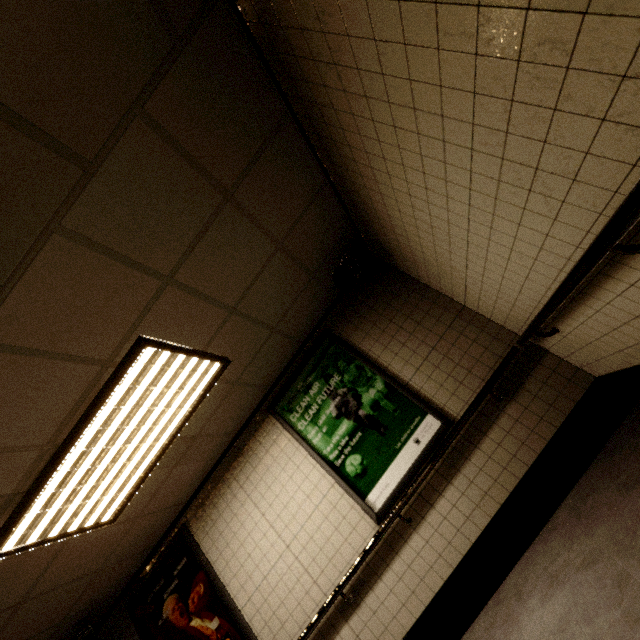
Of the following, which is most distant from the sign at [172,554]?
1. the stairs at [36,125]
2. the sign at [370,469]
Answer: the stairs at [36,125]

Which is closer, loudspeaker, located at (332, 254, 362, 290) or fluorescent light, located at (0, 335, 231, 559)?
fluorescent light, located at (0, 335, 231, 559)

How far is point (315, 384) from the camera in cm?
392

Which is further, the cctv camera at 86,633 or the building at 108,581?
the cctv camera at 86,633

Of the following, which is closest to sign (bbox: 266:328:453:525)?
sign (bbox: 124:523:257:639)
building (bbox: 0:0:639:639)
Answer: building (bbox: 0:0:639:639)

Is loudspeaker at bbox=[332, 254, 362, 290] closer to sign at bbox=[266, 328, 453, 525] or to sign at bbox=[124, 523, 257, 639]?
sign at bbox=[266, 328, 453, 525]

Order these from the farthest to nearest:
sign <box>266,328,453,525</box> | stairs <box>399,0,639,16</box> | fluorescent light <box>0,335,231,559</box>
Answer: sign <box>266,328,453,525</box>
fluorescent light <box>0,335,231,559</box>
stairs <box>399,0,639,16</box>

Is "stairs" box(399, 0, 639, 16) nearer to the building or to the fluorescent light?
the building
